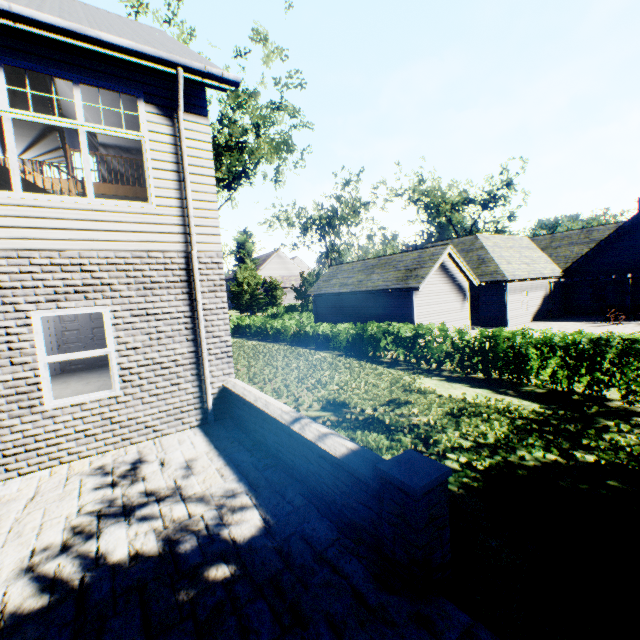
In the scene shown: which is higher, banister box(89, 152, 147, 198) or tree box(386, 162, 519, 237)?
tree box(386, 162, 519, 237)

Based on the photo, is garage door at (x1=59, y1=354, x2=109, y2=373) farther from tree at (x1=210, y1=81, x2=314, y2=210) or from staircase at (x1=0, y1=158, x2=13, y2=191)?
tree at (x1=210, y1=81, x2=314, y2=210)

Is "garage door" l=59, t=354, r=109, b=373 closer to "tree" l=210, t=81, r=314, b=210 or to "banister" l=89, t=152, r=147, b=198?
"banister" l=89, t=152, r=147, b=198

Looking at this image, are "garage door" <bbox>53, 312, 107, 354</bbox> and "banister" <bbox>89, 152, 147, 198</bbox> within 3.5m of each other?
no

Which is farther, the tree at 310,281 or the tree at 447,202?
the tree at 447,202

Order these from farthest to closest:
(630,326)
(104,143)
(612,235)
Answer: (612,235) → (630,326) → (104,143)

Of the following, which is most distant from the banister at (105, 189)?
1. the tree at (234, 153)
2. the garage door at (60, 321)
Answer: the tree at (234, 153)
